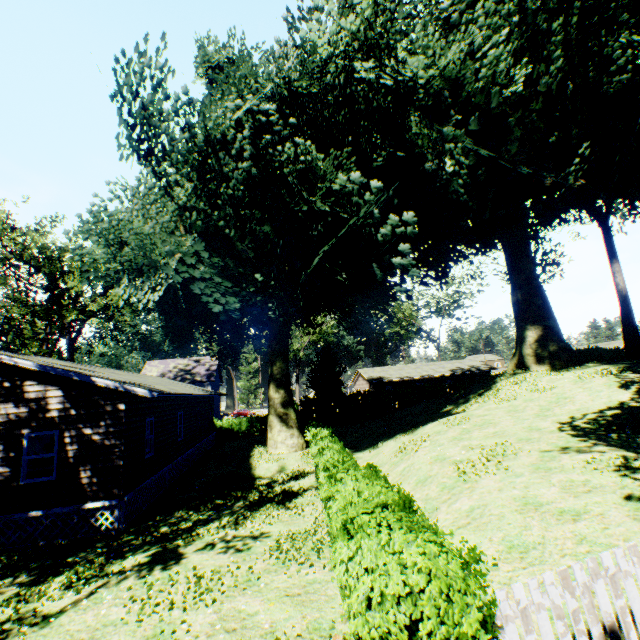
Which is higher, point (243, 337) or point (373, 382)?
point (243, 337)

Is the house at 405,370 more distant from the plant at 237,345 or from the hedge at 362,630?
the hedge at 362,630

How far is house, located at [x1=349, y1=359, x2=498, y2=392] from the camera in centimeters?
4866cm

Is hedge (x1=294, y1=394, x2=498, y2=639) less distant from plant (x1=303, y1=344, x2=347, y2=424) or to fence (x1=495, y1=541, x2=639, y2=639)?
fence (x1=495, y1=541, x2=639, y2=639)

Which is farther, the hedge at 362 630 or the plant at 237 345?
the plant at 237 345

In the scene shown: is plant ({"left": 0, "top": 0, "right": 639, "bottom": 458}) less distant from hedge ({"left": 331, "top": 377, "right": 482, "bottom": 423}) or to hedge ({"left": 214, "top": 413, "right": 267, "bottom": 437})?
hedge ({"left": 214, "top": 413, "right": 267, "bottom": 437})

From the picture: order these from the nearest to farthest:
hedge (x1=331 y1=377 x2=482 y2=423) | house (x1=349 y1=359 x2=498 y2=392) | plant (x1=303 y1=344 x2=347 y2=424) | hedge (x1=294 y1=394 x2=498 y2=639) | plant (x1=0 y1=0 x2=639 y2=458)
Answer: hedge (x1=294 y1=394 x2=498 y2=639), plant (x1=0 y1=0 x2=639 y2=458), plant (x1=303 y1=344 x2=347 y2=424), hedge (x1=331 y1=377 x2=482 y2=423), house (x1=349 y1=359 x2=498 y2=392)

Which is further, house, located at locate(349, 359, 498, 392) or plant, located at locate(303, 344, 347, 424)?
house, located at locate(349, 359, 498, 392)
